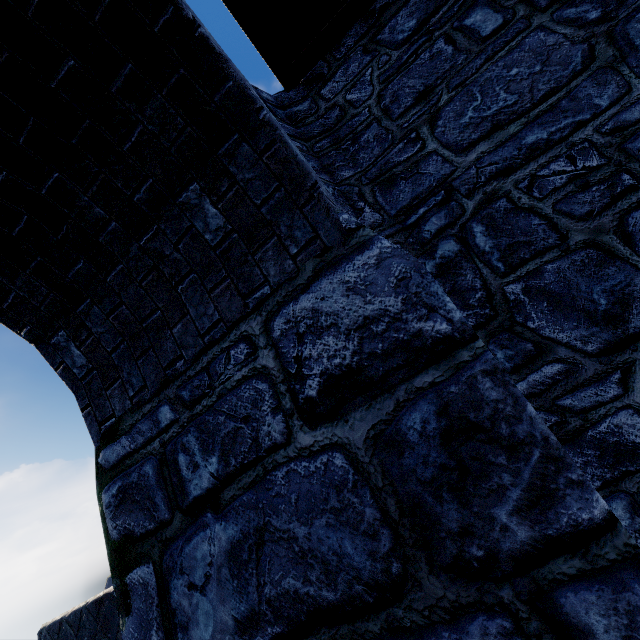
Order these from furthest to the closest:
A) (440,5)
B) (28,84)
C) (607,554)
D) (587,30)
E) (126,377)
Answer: (440,5)
(587,30)
(126,377)
(28,84)
(607,554)
